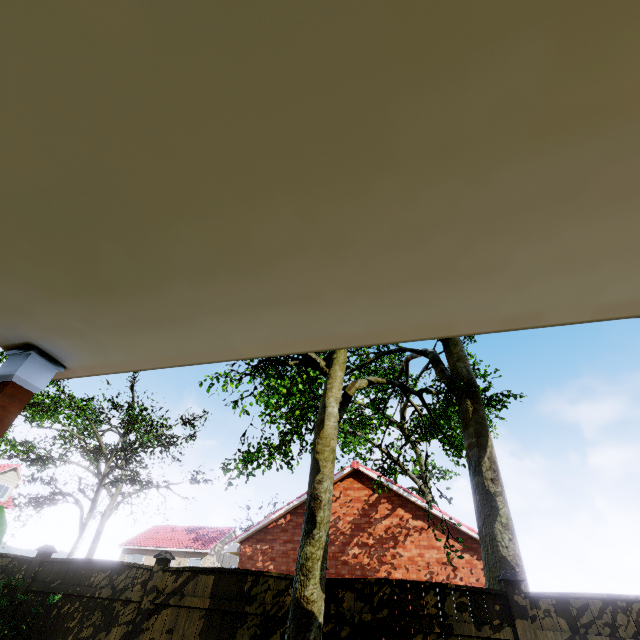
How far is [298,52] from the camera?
0.7 meters

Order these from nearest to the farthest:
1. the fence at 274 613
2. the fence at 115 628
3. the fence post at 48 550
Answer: the fence at 274 613, the fence at 115 628, the fence post at 48 550

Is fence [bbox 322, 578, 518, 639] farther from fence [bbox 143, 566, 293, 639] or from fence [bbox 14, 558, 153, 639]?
fence [bbox 14, 558, 153, 639]

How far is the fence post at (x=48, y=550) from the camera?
6.5m

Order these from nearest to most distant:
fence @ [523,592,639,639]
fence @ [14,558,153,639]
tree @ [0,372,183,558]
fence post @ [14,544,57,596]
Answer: fence @ [523,592,639,639] → fence @ [14,558,153,639] → fence post @ [14,544,57,596] → tree @ [0,372,183,558]

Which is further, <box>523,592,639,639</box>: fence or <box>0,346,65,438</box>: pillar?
<box>523,592,639,639</box>: fence

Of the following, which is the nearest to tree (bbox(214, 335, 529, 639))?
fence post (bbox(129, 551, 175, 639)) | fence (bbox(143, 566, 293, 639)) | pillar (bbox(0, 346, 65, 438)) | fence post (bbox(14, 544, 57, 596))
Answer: pillar (bbox(0, 346, 65, 438))

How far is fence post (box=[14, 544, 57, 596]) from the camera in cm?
647
